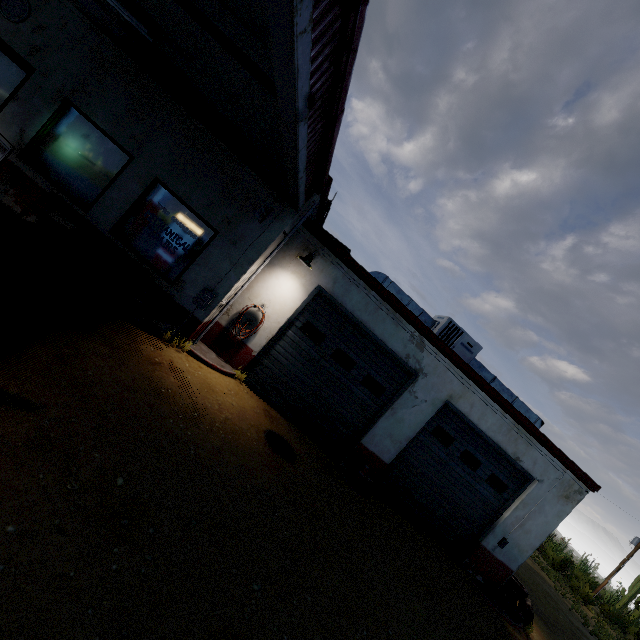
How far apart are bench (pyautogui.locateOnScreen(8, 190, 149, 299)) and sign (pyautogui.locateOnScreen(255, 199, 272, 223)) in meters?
2.6 m

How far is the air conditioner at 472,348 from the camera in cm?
939

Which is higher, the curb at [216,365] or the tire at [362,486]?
the tire at [362,486]

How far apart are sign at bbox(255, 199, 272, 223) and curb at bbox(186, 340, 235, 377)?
3.2m

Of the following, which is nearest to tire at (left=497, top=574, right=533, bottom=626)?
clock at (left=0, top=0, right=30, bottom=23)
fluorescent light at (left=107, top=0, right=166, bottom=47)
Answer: fluorescent light at (left=107, top=0, right=166, bottom=47)

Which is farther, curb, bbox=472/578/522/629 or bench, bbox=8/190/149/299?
curb, bbox=472/578/522/629

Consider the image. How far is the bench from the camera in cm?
625

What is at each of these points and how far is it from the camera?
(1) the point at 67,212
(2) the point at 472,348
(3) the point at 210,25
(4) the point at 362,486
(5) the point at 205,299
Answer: (1) bench, 6.6m
(2) air conditioner, 9.5m
(3) beam, 3.2m
(4) tire, 7.9m
(5) fuse box, 6.9m
